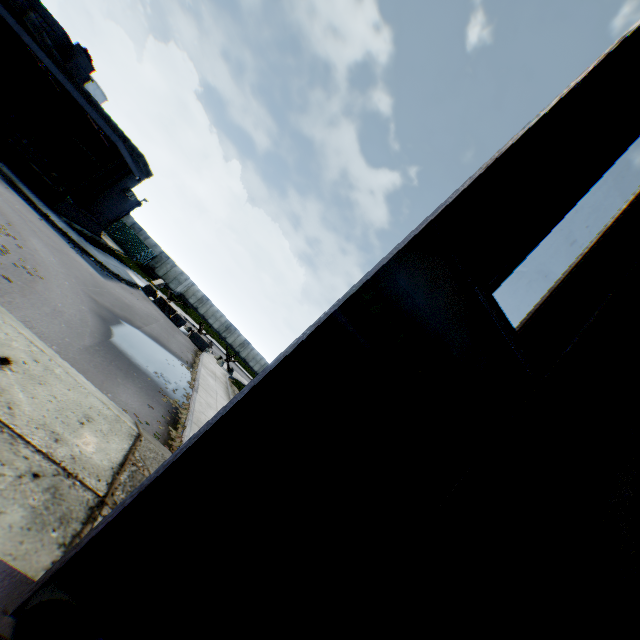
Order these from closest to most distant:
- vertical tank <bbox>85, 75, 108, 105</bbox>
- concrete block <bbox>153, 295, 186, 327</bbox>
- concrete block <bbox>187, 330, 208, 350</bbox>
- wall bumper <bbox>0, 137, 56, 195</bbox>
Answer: wall bumper <bbox>0, 137, 56, 195</bbox> < concrete block <bbox>153, 295, 186, 327</bbox> < concrete block <bbox>187, 330, 208, 350</bbox> < vertical tank <bbox>85, 75, 108, 105</bbox>

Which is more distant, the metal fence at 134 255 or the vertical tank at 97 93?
the vertical tank at 97 93

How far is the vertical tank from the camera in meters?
45.2 m

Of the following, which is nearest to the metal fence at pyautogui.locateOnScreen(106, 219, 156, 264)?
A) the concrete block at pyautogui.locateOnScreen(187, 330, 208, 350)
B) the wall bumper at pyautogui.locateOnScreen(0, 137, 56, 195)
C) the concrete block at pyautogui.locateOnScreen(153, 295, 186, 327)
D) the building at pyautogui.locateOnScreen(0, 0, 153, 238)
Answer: the concrete block at pyautogui.locateOnScreen(187, 330, 208, 350)

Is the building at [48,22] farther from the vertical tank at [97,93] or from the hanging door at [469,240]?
the vertical tank at [97,93]

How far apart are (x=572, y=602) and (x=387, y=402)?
3.1 meters

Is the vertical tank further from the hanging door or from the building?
the hanging door

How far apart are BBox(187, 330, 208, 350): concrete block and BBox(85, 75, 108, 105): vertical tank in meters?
41.6 m
